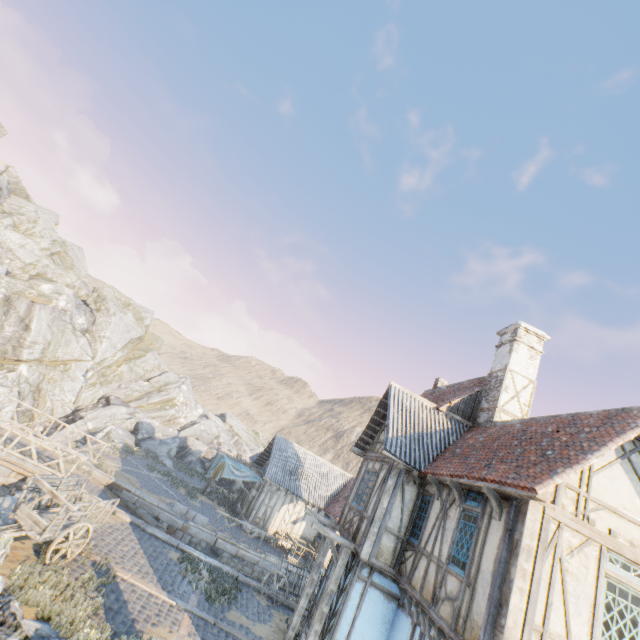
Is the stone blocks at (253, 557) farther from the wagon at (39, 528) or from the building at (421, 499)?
the wagon at (39, 528)

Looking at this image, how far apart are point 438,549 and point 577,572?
3.1m

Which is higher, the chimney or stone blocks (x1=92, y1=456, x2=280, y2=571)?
the chimney

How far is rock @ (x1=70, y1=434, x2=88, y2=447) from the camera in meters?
25.1 m

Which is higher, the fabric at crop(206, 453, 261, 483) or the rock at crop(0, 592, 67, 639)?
the fabric at crop(206, 453, 261, 483)

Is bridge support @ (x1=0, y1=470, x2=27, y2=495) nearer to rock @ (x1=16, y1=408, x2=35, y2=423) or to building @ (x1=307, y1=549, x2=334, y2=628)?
rock @ (x1=16, y1=408, x2=35, y2=423)

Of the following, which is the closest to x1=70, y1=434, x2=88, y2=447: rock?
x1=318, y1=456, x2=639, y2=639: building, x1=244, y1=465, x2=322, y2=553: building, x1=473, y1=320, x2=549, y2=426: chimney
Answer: x1=244, y1=465, x2=322, y2=553: building

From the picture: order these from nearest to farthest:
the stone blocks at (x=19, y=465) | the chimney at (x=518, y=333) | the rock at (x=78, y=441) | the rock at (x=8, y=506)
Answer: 1. the rock at (x=8, y=506)
2. the chimney at (x=518, y=333)
3. the stone blocks at (x=19, y=465)
4. the rock at (x=78, y=441)
